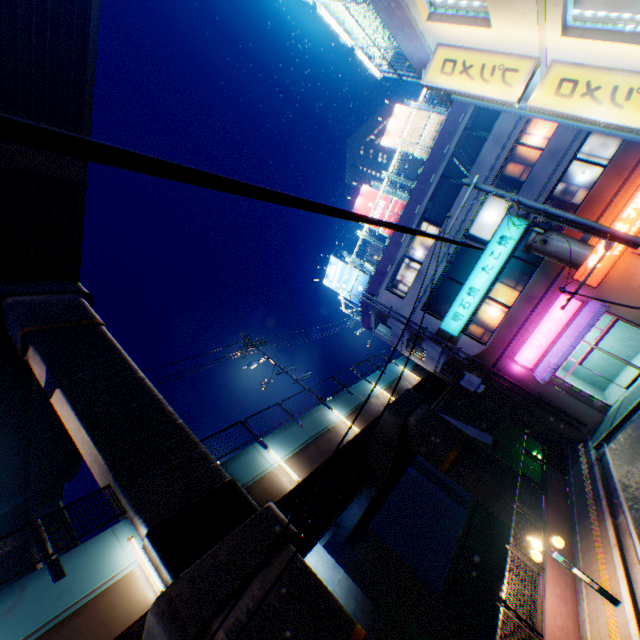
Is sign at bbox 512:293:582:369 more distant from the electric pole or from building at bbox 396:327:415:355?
the electric pole

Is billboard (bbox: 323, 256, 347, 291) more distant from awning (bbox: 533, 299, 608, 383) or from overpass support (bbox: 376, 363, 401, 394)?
awning (bbox: 533, 299, 608, 383)

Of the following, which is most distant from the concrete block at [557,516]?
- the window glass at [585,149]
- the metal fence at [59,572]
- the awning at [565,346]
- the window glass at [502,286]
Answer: the window glass at [585,149]

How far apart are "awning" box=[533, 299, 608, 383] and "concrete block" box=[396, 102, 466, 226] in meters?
10.9 m

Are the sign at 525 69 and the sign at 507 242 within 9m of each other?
no

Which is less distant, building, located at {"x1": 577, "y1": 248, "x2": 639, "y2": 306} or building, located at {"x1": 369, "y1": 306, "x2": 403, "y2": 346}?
building, located at {"x1": 577, "y1": 248, "x2": 639, "y2": 306}

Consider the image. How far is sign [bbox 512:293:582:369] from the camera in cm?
1756

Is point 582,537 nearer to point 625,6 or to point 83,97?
point 625,6
